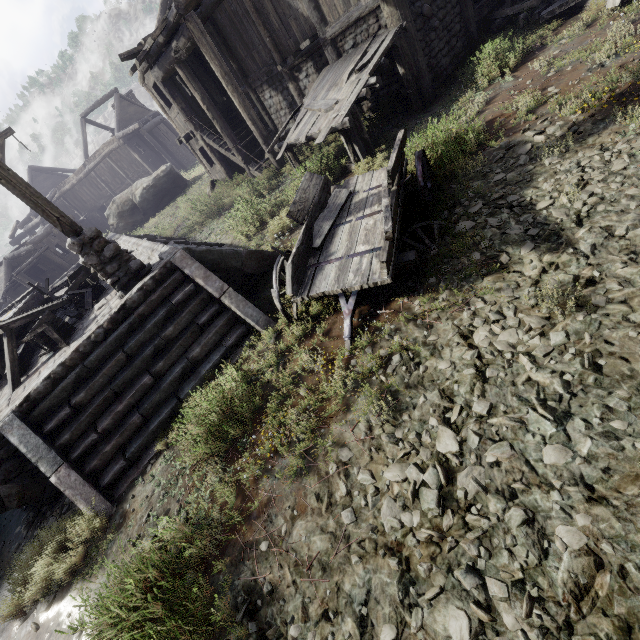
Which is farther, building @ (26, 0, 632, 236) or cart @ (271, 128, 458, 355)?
building @ (26, 0, 632, 236)

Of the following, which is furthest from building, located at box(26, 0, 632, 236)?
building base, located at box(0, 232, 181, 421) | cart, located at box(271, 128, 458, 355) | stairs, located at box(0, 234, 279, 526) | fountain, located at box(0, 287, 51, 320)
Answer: fountain, located at box(0, 287, 51, 320)

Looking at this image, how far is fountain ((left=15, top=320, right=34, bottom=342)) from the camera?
7.9m

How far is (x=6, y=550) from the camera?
5.5m

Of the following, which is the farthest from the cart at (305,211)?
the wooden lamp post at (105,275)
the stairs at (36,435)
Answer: the wooden lamp post at (105,275)

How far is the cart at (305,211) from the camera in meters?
4.3 m

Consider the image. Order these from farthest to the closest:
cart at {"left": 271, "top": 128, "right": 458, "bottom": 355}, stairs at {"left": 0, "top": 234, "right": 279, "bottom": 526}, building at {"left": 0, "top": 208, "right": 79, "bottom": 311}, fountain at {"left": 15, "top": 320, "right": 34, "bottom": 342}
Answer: building at {"left": 0, "top": 208, "right": 79, "bottom": 311} → fountain at {"left": 15, "top": 320, "right": 34, "bottom": 342} → stairs at {"left": 0, "top": 234, "right": 279, "bottom": 526} → cart at {"left": 271, "top": 128, "right": 458, "bottom": 355}

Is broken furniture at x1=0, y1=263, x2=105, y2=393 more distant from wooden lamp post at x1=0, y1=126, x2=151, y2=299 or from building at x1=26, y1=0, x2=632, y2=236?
building at x1=26, y1=0, x2=632, y2=236
